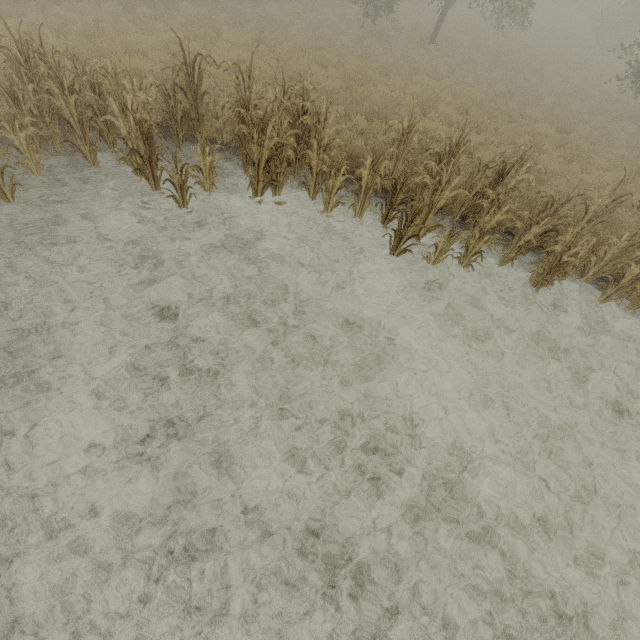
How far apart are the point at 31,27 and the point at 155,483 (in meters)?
14.12
